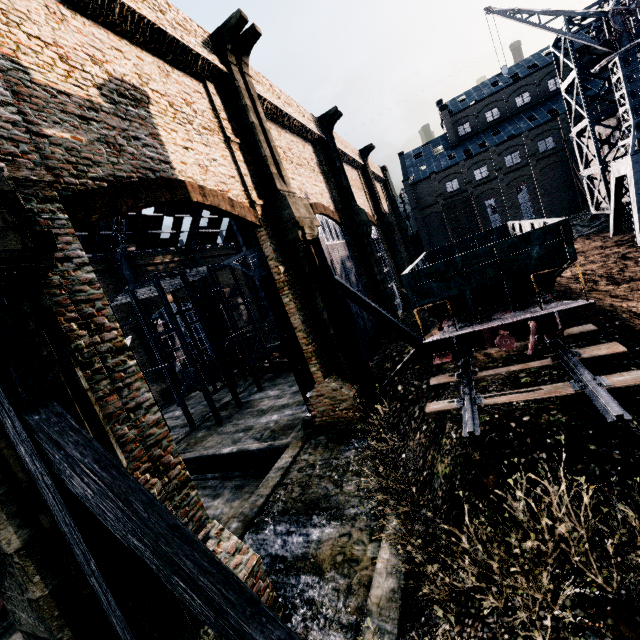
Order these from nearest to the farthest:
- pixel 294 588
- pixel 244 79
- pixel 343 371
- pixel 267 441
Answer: pixel 294 588, pixel 244 79, pixel 343 371, pixel 267 441

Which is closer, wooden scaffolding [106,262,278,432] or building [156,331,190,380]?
wooden scaffolding [106,262,278,432]

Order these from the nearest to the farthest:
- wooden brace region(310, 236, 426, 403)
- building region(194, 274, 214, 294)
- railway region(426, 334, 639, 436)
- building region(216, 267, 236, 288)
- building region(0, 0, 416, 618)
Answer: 1. building region(0, 0, 416, 618)
2. railway region(426, 334, 639, 436)
3. wooden brace region(310, 236, 426, 403)
4. building region(194, 274, 214, 294)
5. building region(216, 267, 236, 288)

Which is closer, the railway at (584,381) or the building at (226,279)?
the railway at (584,381)

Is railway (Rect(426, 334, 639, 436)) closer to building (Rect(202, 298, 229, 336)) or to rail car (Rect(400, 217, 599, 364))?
rail car (Rect(400, 217, 599, 364))

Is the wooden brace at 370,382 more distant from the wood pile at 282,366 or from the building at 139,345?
the wood pile at 282,366

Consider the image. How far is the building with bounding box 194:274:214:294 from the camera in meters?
48.5

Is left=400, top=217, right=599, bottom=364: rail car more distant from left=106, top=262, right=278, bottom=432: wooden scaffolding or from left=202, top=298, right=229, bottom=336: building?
left=106, top=262, right=278, bottom=432: wooden scaffolding
